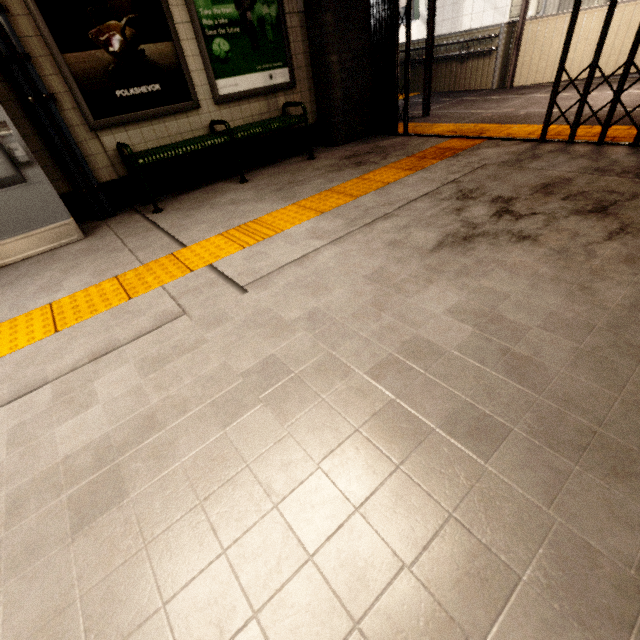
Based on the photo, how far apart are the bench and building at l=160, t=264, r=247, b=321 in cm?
181

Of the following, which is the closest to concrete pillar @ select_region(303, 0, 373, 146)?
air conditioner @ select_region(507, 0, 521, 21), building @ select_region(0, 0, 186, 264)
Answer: building @ select_region(0, 0, 186, 264)

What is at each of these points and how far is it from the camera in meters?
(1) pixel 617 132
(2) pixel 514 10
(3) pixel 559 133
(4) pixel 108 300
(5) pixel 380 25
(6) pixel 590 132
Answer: (1) groundtactileadastrip, 3.6 m
(2) air conditioner, 12.8 m
(3) groundtactileadastrip, 3.9 m
(4) groundtactileadastrip, 2.2 m
(5) gate, 4.5 m
(6) groundtactileadastrip, 3.8 m

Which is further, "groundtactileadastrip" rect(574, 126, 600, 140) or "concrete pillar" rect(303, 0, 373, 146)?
"concrete pillar" rect(303, 0, 373, 146)

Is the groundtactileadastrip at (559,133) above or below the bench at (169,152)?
below

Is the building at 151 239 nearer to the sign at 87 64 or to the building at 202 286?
the sign at 87 64

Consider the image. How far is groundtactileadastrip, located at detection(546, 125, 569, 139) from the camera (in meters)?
3.81

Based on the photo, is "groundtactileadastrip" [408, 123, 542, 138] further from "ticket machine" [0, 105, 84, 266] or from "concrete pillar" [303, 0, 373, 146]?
"ticket machine" [0, 105, 84, 266]
